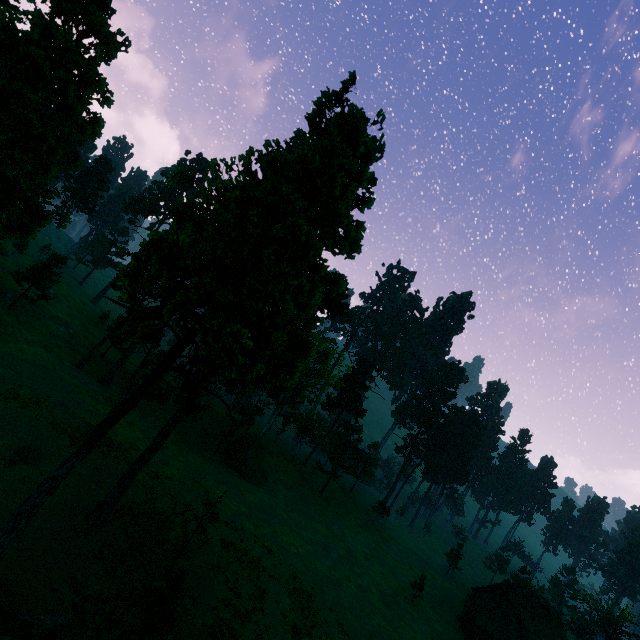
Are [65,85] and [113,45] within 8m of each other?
yes

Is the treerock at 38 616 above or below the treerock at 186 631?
below

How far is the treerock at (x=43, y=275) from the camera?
38.03m

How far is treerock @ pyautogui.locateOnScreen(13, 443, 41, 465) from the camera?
22.3 meters

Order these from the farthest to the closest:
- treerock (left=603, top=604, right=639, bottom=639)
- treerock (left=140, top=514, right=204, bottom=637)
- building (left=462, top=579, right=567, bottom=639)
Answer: treerock (left=603, top=604, right=639, bottom=639)
building (left=462, top=579, right=567, bottom=639)
treerock (left=140, top=514, right=204, bottom=637)

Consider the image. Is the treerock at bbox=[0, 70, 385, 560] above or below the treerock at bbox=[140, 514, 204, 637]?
above
